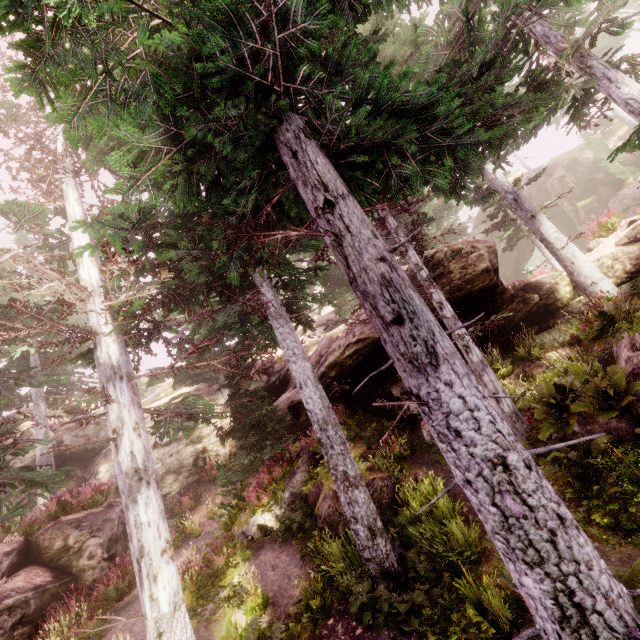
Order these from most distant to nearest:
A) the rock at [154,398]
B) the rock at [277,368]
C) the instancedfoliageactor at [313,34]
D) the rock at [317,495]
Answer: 1. the rock at [154,398]
2. the rock at [277,368]
3. the rock at [317,495]
4. the instancedfoliageactor at [313,34]

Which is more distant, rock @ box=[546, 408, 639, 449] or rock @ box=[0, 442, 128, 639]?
rock @ box=[0, 442, 128, 639]

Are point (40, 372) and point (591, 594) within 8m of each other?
no

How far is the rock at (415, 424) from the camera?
11.64m

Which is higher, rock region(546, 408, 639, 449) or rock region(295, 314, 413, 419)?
rock region(295, 314, 413, 419)

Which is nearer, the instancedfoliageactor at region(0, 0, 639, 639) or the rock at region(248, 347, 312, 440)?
the instancedfoliageactor at region(0, 0, 639, 639)

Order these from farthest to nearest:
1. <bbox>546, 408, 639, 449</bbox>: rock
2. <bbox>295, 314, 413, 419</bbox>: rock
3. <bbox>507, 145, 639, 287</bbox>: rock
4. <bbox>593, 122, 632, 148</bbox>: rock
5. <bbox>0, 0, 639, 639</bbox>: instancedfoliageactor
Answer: <bbox>593, 122, 632, 148</bbox>: rock → <bbox>295, 314, 413, 419</bbox>: rock → <bbox>507, 145, 639, 287</bbox>: rock → <bbox>546, 408, 639, 449</bbox>: rock → <bbox>0, 0, 639, 639</bbox>: instancedfoliageactor

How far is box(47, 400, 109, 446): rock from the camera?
20.8 meters
